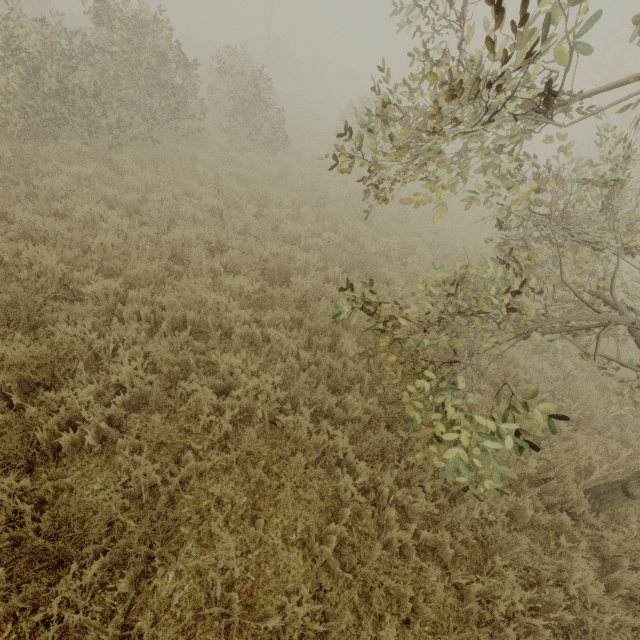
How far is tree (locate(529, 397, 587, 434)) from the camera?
2.4 meters

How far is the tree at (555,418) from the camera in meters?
2.4 m

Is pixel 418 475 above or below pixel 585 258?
below

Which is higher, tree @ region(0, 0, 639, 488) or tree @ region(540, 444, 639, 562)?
tree @ region(0, 0, 639, 488)

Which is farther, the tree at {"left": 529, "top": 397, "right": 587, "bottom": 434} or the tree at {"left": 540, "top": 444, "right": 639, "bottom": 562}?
the tree at {"left": 540, "top": 444, "right": 639, "bottom": 562}

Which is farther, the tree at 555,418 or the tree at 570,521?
the tree at 570,521
